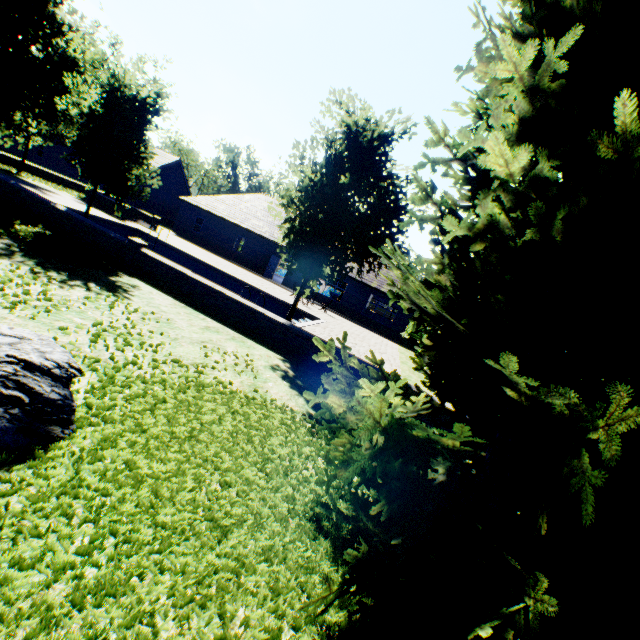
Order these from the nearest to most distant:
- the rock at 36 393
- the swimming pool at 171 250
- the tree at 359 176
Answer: the rock at 36 393, the tree at 359 176, the swimming pool at 171 250

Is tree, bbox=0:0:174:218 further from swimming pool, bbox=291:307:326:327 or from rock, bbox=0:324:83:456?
rock, bbox=0:324:83:456

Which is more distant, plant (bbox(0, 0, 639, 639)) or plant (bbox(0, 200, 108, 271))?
plant (bbox(0, 200, 108, 271))

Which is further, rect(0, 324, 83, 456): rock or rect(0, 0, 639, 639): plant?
rect(0, 324, 83, 456): rock

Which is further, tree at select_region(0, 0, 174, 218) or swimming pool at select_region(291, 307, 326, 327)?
swimming pool at select_region(291, 307, 326, 327)

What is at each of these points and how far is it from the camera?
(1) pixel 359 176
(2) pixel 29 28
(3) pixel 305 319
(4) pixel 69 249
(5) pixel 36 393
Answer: (1) tree, 9.6 meters
(2) tree, 11.3 meters
(3) swimming pool, 19.2 meters
(4) plant, 9.4 meters
(5) rock, 3.0 meters

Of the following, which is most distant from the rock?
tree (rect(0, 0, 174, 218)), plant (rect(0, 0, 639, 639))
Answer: tree (rect(0, 0, 174, 218))

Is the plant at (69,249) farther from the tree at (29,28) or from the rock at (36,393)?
the tree at (29,28)
